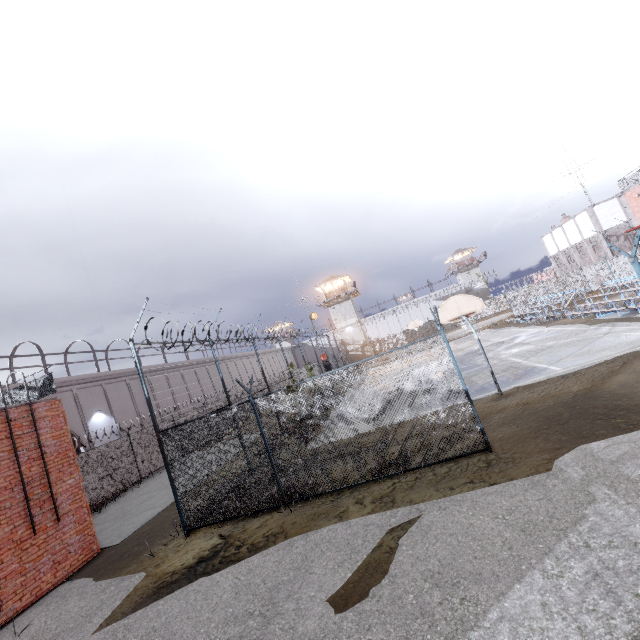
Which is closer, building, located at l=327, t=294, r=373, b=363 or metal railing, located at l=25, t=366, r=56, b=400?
metal railing, located at l=25, t=366, r=56, b=400

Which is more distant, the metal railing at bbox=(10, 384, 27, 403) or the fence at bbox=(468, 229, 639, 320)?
the fence at bbox=(468, 229, 639, 320)

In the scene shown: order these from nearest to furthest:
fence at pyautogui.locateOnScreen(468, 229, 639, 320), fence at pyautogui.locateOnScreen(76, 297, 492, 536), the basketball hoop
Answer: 1. fence at pyautogui.locateOnScreen(76, 297, 492, 536)
2. the basketball hoop
3. fence at pyautogui.locateOnScreen(468, 229, 639, 320)

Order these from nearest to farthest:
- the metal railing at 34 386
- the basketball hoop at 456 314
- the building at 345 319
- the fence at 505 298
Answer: the metal railing at 34 386
the basketball hoop at 456 314
the fence at 505 298
the building at 345 319

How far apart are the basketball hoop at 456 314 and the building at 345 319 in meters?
39.6

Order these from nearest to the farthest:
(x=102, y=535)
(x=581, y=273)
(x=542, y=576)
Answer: (x=542, y=576), (x=102, y=535), (x=581, y=273)

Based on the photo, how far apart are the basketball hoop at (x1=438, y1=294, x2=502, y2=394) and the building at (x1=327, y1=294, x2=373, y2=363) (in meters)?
39.61
